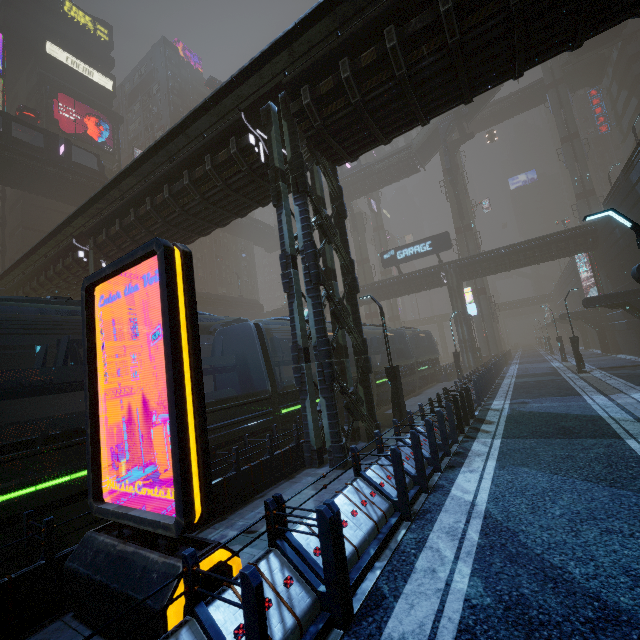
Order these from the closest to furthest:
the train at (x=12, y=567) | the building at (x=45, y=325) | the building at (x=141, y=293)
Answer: the train at (x=12, y=567) < the building at (x=141, y=293) < the building at (x=45, y=325)

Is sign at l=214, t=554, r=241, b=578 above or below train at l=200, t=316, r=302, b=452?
below

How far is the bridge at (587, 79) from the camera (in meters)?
46.75

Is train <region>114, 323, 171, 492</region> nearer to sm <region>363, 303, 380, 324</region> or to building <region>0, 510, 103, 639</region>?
building <region>0, 510, 103, 639</region>

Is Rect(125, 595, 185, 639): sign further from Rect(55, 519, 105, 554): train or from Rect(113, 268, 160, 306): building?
Rect(55, 519, 105, 554): train

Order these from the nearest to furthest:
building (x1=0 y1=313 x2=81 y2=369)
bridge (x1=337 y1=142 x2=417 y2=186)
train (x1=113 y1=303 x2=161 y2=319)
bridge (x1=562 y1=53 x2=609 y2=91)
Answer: train (x1=113 y1=303 x2=161 y2=319) < building (x1=0 y1=313 x2=81 y2=369) < bridge (x1=337 y1=142 x2=417 y2=186) < bridge (x1=562 y1=53 x2=609 y2=91)

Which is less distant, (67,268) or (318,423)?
(318,423)

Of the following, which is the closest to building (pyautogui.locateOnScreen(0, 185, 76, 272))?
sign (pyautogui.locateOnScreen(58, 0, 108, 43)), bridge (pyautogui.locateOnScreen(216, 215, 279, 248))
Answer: sign (pyautogui.locateOnScreen(58, 0, 108, 43))
